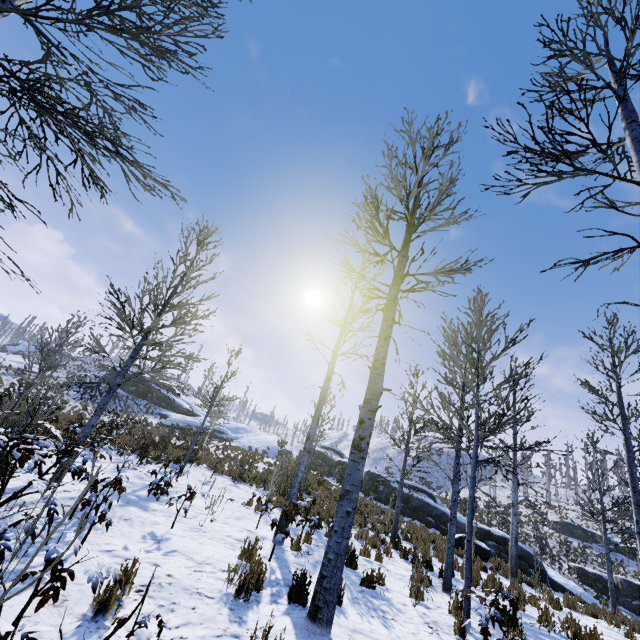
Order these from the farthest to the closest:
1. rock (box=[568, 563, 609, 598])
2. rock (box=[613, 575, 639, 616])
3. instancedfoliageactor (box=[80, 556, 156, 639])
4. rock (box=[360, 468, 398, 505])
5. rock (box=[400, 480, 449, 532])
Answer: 1. rock (box=[360, 468, 398, 505])
2. rock (box=[568, 563, 609, 598])
3. rock (box=[400, 480, 449, 532])
4. rock (box=[613, 575, 639, 616])
5. instancedfoliageactor (box=[80, 556, 156, 639])

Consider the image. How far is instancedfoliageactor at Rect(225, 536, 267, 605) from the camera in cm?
402

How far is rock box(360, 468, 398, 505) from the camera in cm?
2470

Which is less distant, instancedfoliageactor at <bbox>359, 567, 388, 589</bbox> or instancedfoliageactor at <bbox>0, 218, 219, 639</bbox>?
instancedfoliageactor at <bbox>0, 218, 219, 639</bbox>

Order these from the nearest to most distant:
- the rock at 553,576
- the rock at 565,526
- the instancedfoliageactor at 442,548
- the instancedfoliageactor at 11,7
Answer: the instancedfoliageactor at 11,7 < the instancedfoliageactor at 442,548 < the rock at 553,576 < the rock at 565,526

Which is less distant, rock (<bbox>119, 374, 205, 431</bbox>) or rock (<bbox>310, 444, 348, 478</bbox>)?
rock (<bbox>310, 444, 348, 478</bbox>)

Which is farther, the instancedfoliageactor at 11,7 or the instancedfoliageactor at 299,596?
the instancedfoliageactor at 299,596

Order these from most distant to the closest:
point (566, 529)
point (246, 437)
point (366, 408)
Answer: point (566, 529)
point (246, 437)
point (366, 408)
